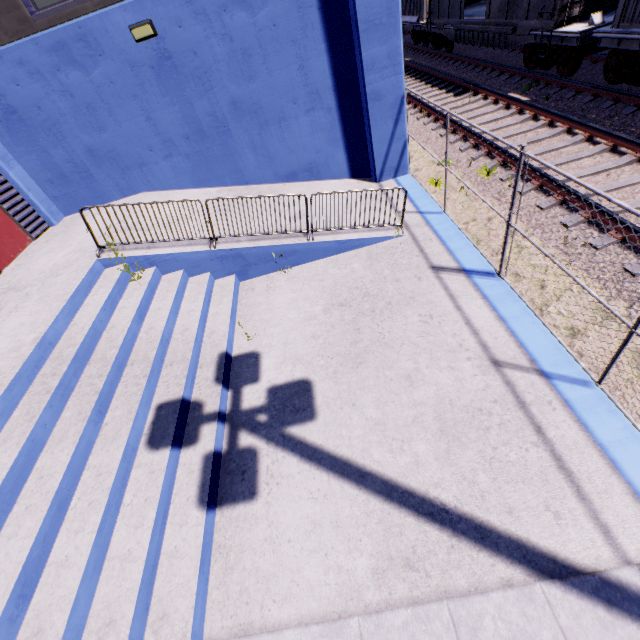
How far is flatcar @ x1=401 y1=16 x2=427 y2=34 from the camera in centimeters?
1936cm

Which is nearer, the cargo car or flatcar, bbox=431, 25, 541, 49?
the cargo car

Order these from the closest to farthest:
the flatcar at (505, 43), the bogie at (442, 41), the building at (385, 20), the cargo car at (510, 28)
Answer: the building at (385, 20)
the cargo car at (510, 28)
the flatcar at (505, 43)
the bogie at (442, 41)

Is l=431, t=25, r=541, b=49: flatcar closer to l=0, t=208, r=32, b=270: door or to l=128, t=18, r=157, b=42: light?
l=128, t=18, r=157, b=42: light

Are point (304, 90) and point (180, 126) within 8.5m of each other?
yes

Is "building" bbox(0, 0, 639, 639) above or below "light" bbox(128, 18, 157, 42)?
below

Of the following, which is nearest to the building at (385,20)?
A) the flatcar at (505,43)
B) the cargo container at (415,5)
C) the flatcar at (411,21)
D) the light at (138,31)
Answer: the light at (138,31)

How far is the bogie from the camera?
17.27m
